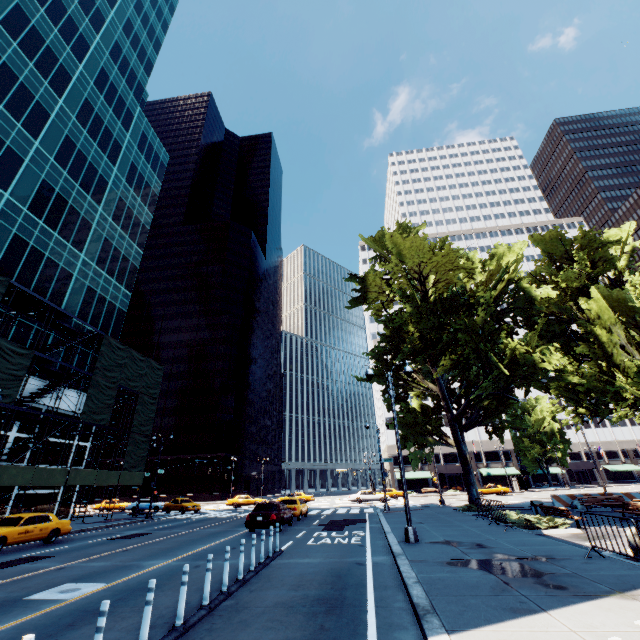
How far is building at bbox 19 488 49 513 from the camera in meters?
25.9 m

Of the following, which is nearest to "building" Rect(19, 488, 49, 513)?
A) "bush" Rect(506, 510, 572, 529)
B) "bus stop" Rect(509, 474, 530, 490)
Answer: "bush" Rect(506, 510, 572, 529)

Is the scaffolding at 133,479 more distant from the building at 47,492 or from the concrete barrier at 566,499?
the concrete barrier at 566,499

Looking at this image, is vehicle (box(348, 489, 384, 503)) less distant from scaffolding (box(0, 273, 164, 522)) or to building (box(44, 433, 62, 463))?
scaffolding (box(0, 273, 164, 522))

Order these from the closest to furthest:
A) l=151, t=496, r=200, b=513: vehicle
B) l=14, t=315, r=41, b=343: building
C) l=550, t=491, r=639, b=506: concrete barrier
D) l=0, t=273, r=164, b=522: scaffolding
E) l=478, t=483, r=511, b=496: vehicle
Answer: l=0, t=273, r=164, b=522: scaffolding
l=550, t=491, r=639, b=506: concrete barrier
l=14, t=315, r=41, b=343: building
l=151, t=496, r=200, b=513: vehicle
l=478, t=483, r=511, b=496: vehicle

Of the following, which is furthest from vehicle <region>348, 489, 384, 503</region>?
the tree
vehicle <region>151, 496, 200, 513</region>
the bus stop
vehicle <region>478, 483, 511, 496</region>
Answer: the bus stop

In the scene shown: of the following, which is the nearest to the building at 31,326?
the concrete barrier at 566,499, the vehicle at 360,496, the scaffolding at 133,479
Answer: the scaffolding at 133,479

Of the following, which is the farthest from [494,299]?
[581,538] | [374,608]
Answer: [374,608]
